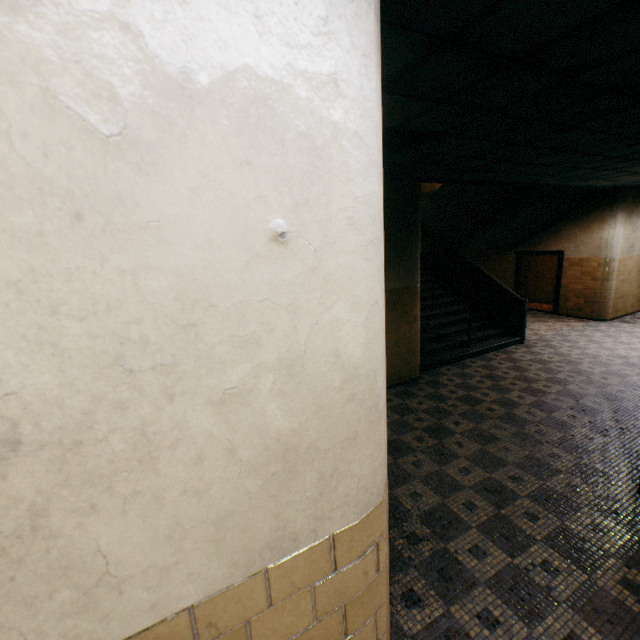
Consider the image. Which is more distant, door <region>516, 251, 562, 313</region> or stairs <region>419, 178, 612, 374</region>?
door <region>516, 251, 562, 313</region>

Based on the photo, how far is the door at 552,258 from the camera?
11.18m

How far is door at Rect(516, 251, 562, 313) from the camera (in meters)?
11.18

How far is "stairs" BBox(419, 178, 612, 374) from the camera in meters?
7.9

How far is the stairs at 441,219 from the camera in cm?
787

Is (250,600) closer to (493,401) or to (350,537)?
(350,537)
